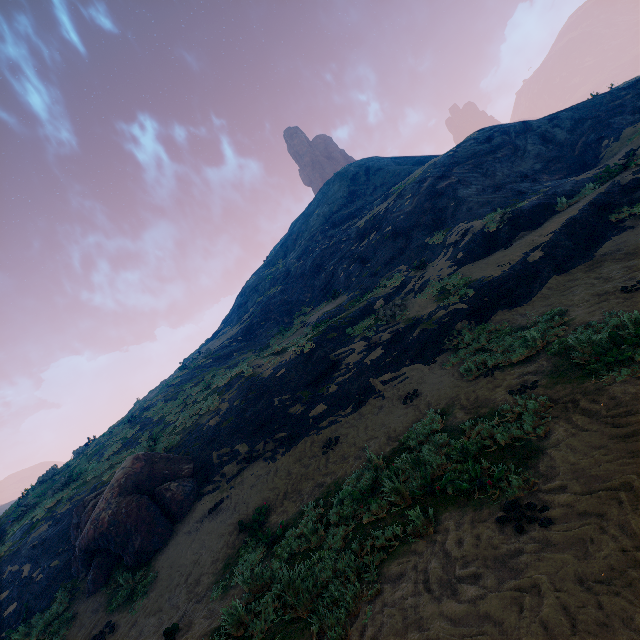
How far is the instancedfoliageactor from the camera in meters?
9.7

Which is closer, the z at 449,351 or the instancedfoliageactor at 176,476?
the z at 449,351

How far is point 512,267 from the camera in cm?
1145

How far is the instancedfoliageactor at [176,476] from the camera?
9.7m

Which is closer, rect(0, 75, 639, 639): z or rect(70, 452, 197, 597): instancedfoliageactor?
rect(0, 75, 639, 639): z
